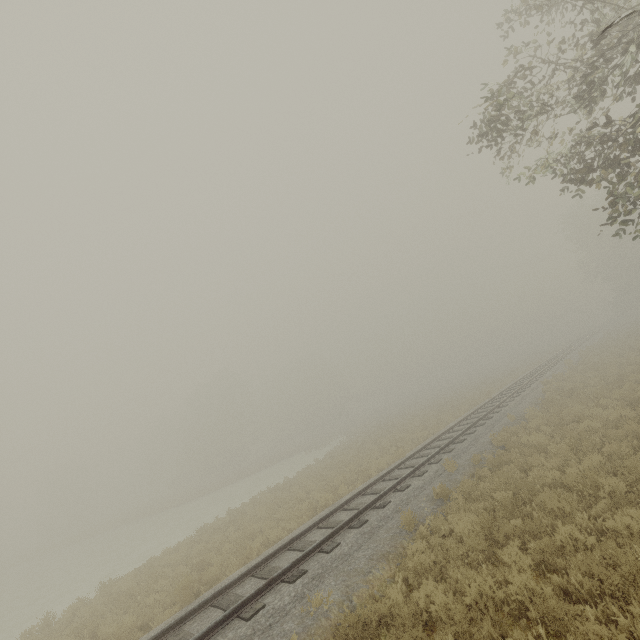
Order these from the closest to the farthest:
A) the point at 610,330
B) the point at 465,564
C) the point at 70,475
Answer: the point at 465,564 < the point at 610,330 < the point at 70,475
